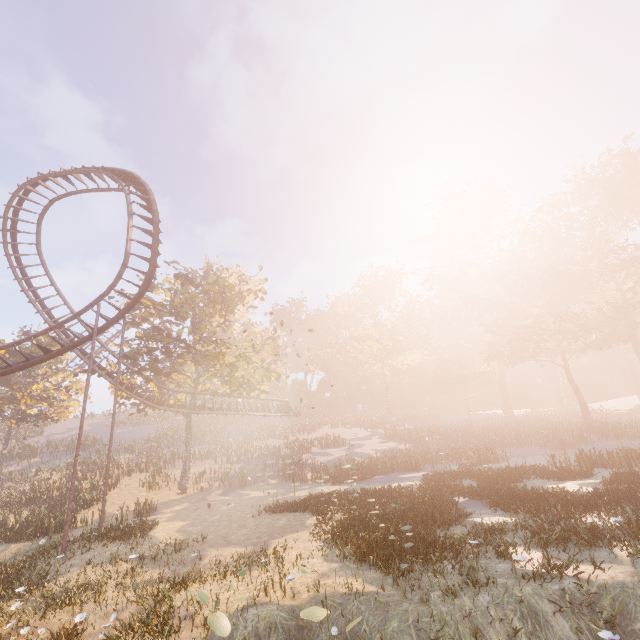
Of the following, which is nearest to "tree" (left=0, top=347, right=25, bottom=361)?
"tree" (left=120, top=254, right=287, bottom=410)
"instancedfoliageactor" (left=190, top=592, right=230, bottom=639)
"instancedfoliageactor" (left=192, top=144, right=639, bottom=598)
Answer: "tree" (left=120, top=254, right=287, bottom=410)

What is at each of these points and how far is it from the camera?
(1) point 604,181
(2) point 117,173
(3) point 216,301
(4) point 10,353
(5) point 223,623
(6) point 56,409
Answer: (1) instancedfoliageactor, 39.88m
(2) roller coaster, 20.42m
(3) tree, 29.66m
(4) tree, 34.00m
(5) instancedfoliageactor, 5.33m
(6) tree, 35.53m

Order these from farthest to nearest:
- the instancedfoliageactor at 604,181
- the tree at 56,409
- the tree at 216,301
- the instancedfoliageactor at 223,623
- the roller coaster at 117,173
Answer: the tree at 56,409 → the tree at 216,301 → the roller coaster at 117,173 → the instancedfoliageactor at 604,181 → the instancedfoliageactor at 223,623

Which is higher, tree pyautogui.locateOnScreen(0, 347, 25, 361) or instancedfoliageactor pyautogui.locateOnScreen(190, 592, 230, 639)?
tree pyautogui.locateOnScreen(0, 347, 25, 361)

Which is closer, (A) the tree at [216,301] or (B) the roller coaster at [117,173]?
(B) the roller coaster at [117,173]

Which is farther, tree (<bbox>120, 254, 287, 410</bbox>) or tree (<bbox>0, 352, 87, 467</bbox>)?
tree (<bbox>0, 352, 87, 467</bbox>)

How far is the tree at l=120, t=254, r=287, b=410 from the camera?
25.34m

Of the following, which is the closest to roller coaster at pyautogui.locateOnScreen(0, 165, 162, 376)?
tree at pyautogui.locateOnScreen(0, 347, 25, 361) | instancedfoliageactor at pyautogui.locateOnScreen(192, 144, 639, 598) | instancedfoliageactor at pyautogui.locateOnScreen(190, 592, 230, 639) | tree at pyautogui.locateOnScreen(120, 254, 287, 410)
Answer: tree at pyautogui.locateOnScreen(120, 254, 287, 410)
